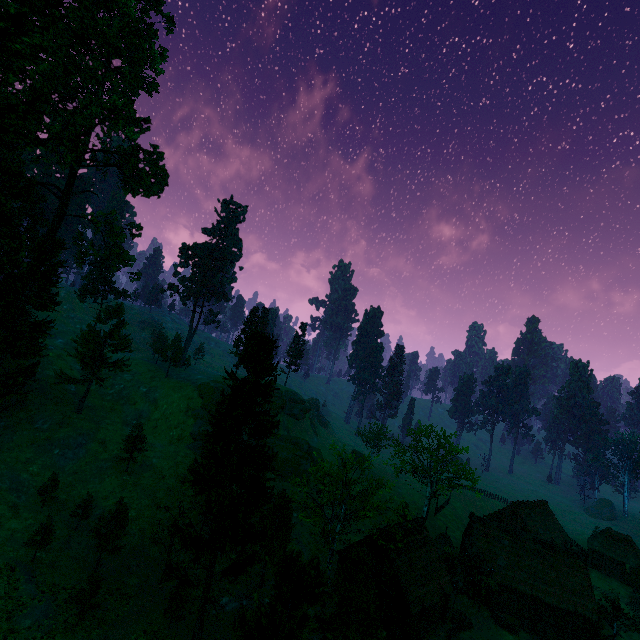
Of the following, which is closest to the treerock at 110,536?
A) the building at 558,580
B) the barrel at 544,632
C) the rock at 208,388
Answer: the building at 558,580

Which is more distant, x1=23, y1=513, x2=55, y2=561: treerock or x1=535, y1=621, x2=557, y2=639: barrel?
x1=535, y1=621, x2=557, y2=639: barrel

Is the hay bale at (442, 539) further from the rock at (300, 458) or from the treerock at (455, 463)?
the rock at (300, 458)

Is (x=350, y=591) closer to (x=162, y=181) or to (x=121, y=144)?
(x=121, y=144)

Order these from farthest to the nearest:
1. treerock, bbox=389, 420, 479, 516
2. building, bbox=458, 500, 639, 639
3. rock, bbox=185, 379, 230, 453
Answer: rock, bbox=185, 379, 230, 453, treerock, bbox=389, 420, 479, 516, building, bbox=458, 500, 639, 639

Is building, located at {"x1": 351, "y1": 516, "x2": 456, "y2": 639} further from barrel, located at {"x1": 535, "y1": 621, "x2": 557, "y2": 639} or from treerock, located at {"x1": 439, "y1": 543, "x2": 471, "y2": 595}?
barrel, located at {"x1": 535, "y1": 621, "x2": 557, "y2": 639}

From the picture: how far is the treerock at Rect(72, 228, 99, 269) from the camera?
42.8m

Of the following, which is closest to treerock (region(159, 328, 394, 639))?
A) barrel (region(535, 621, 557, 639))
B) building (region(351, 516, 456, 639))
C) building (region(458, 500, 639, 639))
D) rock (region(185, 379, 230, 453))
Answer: building (region(458, 500, 639, 639))
